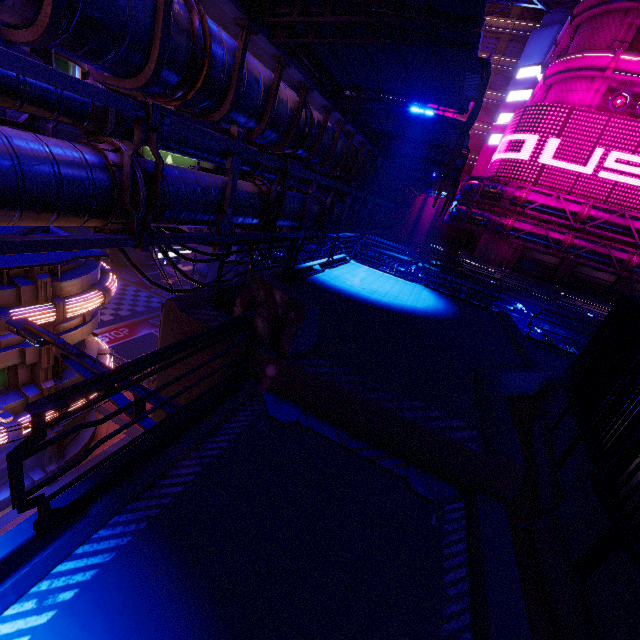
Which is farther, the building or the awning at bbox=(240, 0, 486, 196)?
the building

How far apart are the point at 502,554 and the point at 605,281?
38.1m

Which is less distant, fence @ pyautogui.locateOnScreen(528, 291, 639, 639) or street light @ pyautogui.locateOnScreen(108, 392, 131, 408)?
fence @ pyautogui.locateOnScreen(528, 291, 639, 639)

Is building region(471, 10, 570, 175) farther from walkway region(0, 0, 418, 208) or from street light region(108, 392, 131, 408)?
street light region(108, 392, 131, 408)

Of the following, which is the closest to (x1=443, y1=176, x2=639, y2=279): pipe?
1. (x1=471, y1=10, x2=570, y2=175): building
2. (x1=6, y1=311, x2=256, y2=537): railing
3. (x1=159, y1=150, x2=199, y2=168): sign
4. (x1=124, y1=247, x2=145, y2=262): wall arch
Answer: (x1=6, y1=311, x2=256, y2=537): railing

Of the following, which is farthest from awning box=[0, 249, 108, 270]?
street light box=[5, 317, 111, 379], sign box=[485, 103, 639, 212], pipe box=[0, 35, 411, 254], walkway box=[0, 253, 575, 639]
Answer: sign box=[485, 103, 639, 212]

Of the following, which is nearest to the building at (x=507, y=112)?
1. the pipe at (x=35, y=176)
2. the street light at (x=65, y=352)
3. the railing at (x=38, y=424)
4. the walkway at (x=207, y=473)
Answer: the pipe at (x=35, y=176)

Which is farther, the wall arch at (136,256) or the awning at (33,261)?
the wall arch at (136,256)
